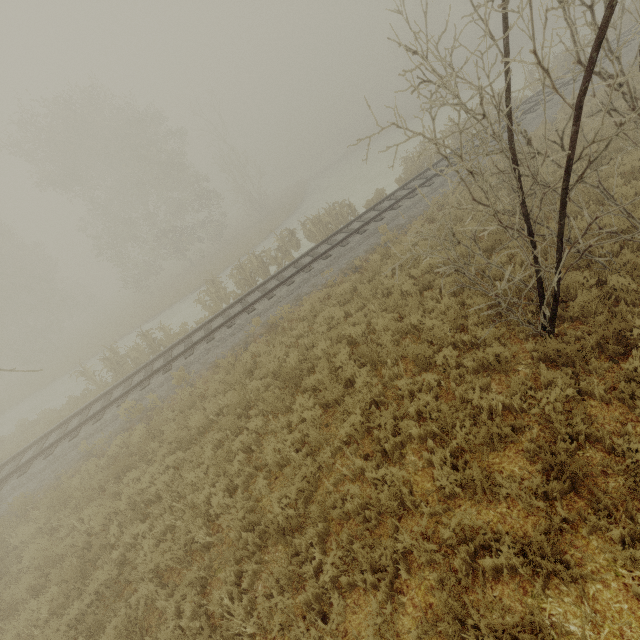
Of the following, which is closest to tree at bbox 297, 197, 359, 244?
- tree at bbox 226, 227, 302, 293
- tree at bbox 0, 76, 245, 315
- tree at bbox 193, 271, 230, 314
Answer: tree at bbox 226, 227, 302, 293

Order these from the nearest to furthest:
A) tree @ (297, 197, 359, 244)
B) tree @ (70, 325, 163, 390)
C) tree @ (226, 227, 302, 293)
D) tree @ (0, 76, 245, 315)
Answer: tree @ (70, 325, 163, 390)
tree @ (226, 227, 302, 293)
tree @ (297, 197, 359, 244)
tree @ (0, 76, 245, 315)

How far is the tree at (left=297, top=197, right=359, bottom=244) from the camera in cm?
1775

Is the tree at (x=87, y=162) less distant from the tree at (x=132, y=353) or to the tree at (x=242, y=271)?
the tree at (x=132, y=353)

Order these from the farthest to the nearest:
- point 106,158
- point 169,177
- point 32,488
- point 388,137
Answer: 1. point 388,137
2. point 169,177
3. point 106,158
4. point 32,488

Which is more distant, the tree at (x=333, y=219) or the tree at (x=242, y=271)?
the tree at (x=333, y=219)

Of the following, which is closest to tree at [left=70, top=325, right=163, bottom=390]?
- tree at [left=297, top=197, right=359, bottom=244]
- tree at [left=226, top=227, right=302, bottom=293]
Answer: tree at [left=226, top=227, right=302, bottom=293]

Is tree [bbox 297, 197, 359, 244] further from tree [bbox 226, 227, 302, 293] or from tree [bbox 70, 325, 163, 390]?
tree [bbox 70, 325, 163, 390]
